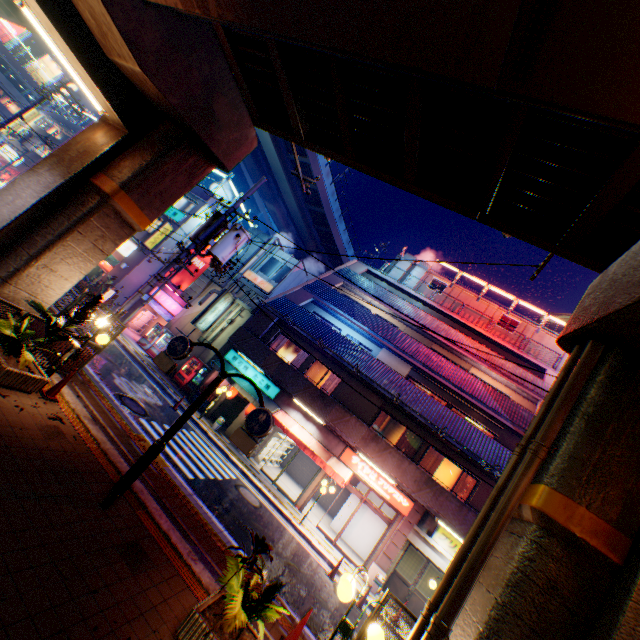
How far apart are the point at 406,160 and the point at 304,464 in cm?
2110

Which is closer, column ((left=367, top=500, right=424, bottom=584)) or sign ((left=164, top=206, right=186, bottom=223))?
column ((left=367, top=500, right=424, bottom=584))

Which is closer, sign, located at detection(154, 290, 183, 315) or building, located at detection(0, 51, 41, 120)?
sign, located at detection(154, 290, 183, 315)

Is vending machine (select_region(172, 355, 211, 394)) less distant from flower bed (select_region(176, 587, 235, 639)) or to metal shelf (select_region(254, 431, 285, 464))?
metal shelf (select_region(254, 431, 285, 464))

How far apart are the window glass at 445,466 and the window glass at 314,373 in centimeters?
702cm

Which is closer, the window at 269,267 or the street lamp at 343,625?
the street lamp at 343,625

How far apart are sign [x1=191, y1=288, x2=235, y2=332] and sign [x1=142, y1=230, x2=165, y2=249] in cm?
769

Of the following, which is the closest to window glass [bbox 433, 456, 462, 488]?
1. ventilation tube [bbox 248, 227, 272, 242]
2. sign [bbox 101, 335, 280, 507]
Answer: sign [bbox 101, 335, 280, 507]
